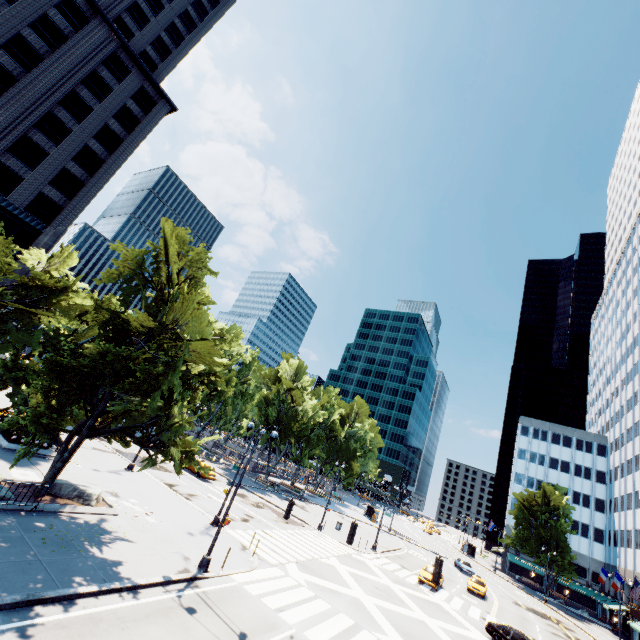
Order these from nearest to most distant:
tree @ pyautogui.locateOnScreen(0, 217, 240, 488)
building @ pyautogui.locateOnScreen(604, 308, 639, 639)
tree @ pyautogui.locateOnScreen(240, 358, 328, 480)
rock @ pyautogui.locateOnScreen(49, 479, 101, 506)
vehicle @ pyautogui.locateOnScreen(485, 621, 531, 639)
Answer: tree @ pyautogui.locateOnScreen(0, 217, 240, 488), rock @ pyautogui.locateOnScreen(49, 479, 101, 506), vehicle @ pyautogui.locateOnScreen(485, 621, 531, 639), building @ pyautogui.locateOnScreen(604, 308, 639, 639), tree @ pyautogui.locateOnScreen(240, 358, 328, 480)

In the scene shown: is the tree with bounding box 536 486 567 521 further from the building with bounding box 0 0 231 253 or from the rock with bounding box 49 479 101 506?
the building with bounding box 0 0 231 253

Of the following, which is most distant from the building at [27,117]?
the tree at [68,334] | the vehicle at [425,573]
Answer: the vehicle at [425,573]

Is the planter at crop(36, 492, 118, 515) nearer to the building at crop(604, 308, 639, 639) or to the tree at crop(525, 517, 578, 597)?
the tree at crop(525, 517, 578, 597)

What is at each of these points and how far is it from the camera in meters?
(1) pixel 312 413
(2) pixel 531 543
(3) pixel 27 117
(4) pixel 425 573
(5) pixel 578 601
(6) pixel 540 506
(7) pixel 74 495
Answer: (1) tree, 55.7 m
(2) tree, 59.1 m
(3) building, 34.9 m
(4) vehicle, 31.3 m
(5) building, 59.8 m
(6) tree, 59.1 m
(7) rock, 17.0 m

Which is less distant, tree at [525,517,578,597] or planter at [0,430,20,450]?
planter at [0,430,20,450]

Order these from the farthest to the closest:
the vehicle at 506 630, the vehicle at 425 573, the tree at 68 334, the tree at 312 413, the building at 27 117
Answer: the tree at 312 413
the building at 27 117
the vehicle at 425 573
the vehicle at 506 630
the tree at 68 334

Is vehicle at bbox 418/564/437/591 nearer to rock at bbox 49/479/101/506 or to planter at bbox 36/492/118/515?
planter at bbox 36/492/118/515
